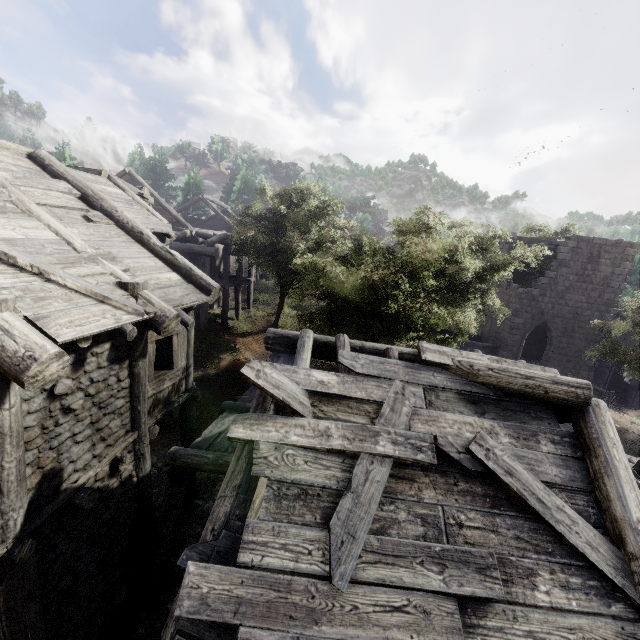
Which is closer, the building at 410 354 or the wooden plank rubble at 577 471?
the wooden plank rubble at 577 471

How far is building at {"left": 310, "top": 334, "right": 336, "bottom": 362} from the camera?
5.52m

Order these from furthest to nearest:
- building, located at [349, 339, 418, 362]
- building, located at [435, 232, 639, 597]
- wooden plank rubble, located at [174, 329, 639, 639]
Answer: building, located at [349, 339, 418, 362], building, located at [435, 232, 639, 597], wooden plank rubble, located at [174, 329, 639, 639]

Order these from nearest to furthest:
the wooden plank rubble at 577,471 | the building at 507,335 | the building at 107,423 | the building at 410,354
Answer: the wooden plank rubble at 577,471
the building at 507,335
the building at 107,423
the building at 410,354

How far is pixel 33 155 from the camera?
8.3m

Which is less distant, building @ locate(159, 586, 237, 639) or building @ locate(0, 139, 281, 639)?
building @ locate(159, 586, 237, 639)
